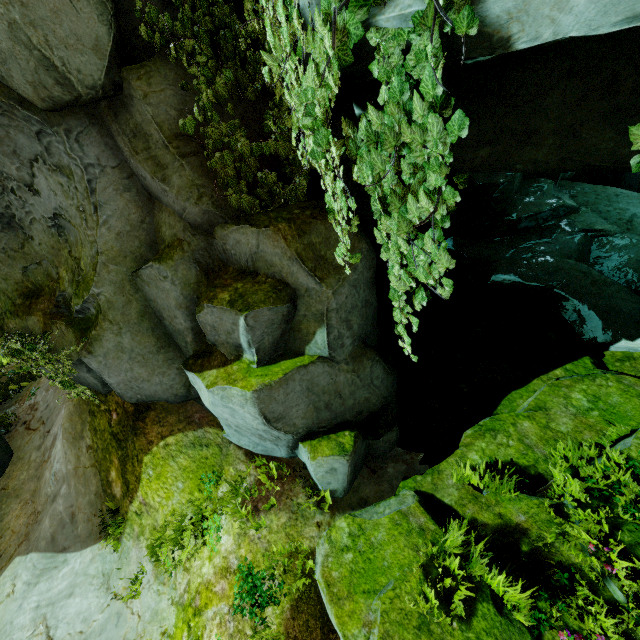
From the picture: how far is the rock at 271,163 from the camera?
5.7 meters

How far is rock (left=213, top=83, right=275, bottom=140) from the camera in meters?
5.3

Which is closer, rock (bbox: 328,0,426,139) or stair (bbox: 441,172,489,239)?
rock (bbox: 328,0,426,139)

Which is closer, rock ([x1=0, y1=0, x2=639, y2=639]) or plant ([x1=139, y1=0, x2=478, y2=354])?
plant ([x1=139, y1=0, x2=478, y2=354])

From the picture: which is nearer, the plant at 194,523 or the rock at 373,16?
the rock at 373,16

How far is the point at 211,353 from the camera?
5.9m
